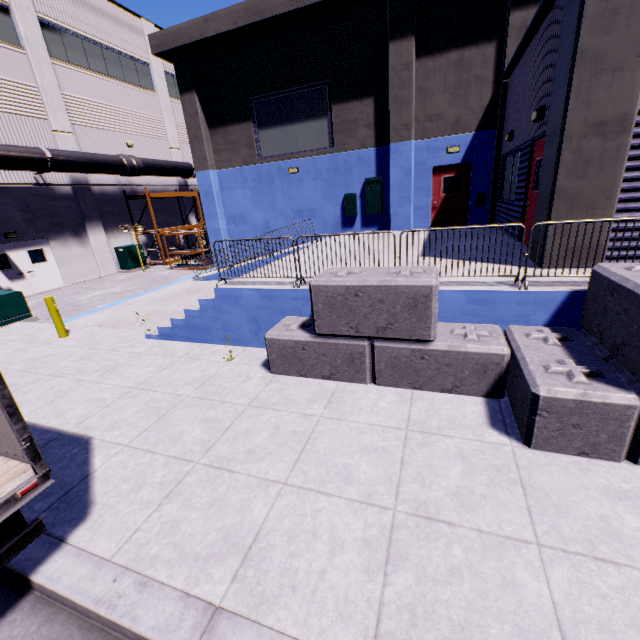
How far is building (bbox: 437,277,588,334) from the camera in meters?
5.0

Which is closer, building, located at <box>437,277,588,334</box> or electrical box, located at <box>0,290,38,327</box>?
building, located at <box>437,277,588,334</box>

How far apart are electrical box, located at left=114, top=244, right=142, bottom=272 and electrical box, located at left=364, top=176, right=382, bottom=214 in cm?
1423

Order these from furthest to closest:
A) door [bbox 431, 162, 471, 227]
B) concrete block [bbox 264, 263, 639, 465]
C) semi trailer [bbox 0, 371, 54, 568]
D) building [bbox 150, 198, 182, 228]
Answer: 1. building [bbox 150, 198, 182, 228]
2. door [bbox 431, 162, 471, 227]
3. concrete block [bbox 264, 263, 639, 465]
4. semi trailer [bbox 0, 371, 54, 568]

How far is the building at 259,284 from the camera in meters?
6.7

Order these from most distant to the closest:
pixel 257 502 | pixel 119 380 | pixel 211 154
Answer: pixel 211 154
pixel 119 380
pixel 257 502

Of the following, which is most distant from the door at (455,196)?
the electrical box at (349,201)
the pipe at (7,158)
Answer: the pipe at (7,158)

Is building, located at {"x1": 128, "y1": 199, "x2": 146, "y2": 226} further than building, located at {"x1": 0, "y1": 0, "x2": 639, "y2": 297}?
Yes
